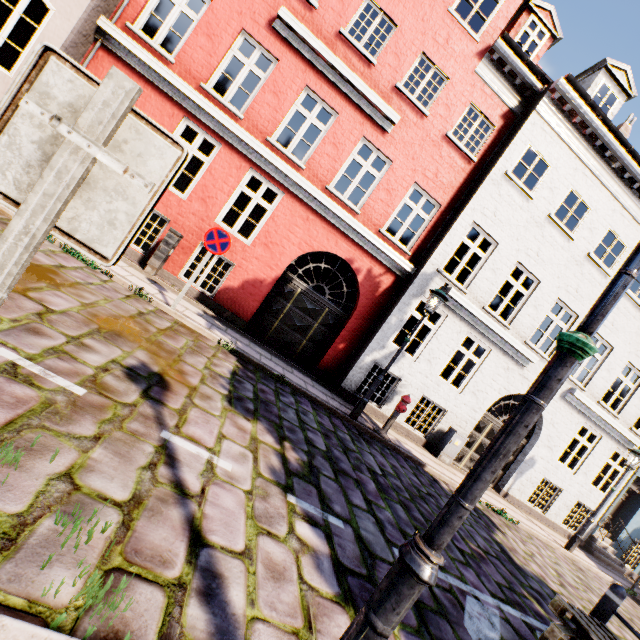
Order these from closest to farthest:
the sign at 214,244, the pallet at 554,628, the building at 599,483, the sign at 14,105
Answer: the sign at 14,105, the pallet at 554,628, the sign at 214,244, the building at 599,483

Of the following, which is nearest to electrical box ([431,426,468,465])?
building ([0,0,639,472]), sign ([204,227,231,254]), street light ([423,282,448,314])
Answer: building ([0,0,639,472])

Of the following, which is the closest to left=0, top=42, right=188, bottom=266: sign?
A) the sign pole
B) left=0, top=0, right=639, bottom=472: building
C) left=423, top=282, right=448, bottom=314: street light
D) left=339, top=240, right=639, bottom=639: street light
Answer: the sign pole

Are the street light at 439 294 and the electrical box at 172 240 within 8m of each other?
yes

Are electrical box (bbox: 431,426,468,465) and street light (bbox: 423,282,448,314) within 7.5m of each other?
yes

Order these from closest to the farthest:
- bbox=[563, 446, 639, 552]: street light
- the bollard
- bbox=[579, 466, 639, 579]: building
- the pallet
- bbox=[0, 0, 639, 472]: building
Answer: the pallet
the bollard
bbox=[0, 0, 639, 472]: building
bbox=[563, 446, 639, 552]: street light
bbox=[579, 466, 639, 579]: building

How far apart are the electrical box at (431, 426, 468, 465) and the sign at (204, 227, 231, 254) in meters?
8.5 m

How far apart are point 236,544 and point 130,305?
4.6m
